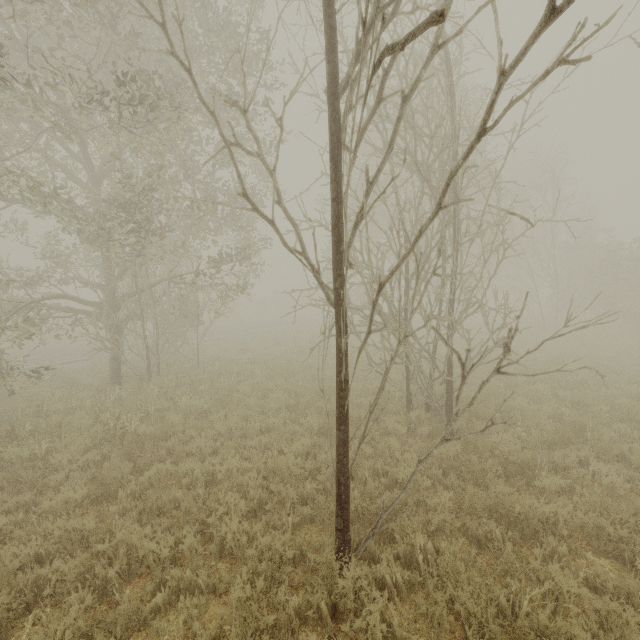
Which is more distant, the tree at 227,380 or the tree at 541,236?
the tree at 227,380

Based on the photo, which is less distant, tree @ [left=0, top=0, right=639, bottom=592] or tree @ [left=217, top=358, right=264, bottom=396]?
tree @ [left=0, top=0, right=639, bottom=592]

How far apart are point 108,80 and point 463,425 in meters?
14.9 m

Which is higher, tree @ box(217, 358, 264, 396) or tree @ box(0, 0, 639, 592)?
tree @ box(0, 0, 639, 592)

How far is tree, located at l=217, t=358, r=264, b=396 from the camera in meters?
10.8

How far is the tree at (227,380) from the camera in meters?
10.8
